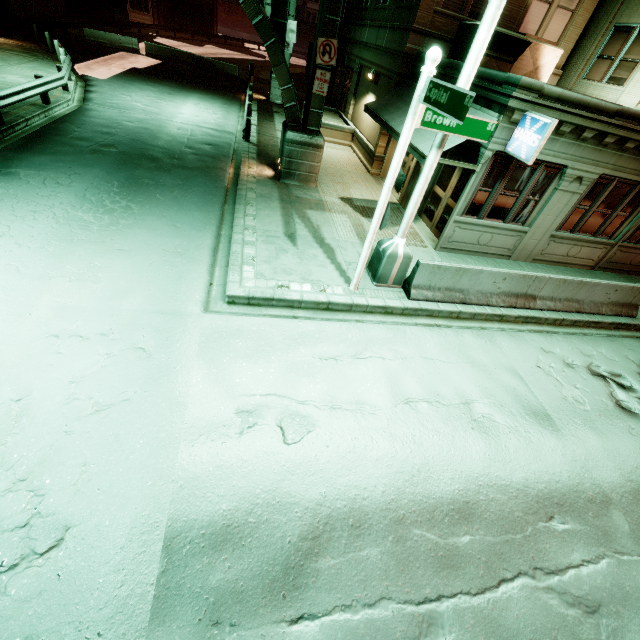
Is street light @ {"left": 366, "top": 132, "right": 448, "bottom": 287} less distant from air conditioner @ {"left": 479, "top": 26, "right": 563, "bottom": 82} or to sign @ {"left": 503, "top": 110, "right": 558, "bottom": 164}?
sign @ {"left": 503, "top": 110, "right": 558, "bottom": 164}

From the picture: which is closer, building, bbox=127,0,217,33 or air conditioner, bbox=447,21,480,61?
air conditioner, bbox=447,21,480,61

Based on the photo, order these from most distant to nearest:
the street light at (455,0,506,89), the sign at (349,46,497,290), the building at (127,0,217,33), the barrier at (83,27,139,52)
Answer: the building at (127,0,217,33) → the barrier at (83,27,139,52) → the street light at (455,0,506,89) → the sign at (349,46,497,290)

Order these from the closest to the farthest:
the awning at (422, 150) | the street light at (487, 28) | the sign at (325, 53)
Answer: the street light at (487, 28) → the awning at (422, 150) → the sign at (325, 53)

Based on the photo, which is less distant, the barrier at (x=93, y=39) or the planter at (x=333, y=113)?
the planter at (x=333, y=113)

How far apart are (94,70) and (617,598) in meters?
31.3

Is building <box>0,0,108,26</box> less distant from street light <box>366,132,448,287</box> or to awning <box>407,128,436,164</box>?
awning <box>407,128,436,164</box>

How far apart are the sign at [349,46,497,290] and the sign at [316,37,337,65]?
6.58m
